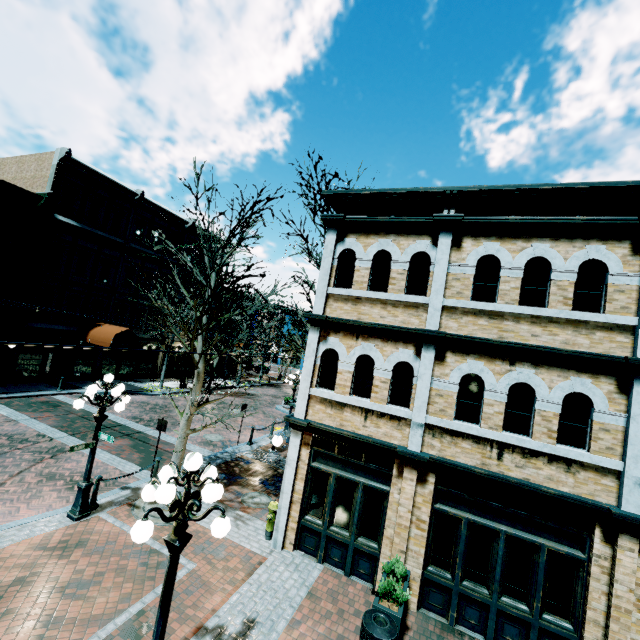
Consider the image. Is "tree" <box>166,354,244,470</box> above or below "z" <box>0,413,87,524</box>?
above

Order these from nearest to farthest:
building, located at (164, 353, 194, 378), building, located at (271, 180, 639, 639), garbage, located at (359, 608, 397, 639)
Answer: garbage, located at (359, 608, 397, 639) < building, located at (271, 180, 639, 639) < building, located at (164, 353, 194, 378)

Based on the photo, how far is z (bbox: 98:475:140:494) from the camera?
9.9 meters

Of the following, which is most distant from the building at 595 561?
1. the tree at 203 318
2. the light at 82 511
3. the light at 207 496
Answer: the light at 82 511

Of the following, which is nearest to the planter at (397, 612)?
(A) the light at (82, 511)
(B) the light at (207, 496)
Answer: (B) the light at (207, 496)

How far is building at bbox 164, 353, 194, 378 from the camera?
29.1 meters

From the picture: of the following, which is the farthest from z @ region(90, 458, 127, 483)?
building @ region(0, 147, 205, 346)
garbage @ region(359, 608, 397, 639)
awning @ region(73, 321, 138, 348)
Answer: awning @ region(73, 321, 138, 348)

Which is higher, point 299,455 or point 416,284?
point 416,284
